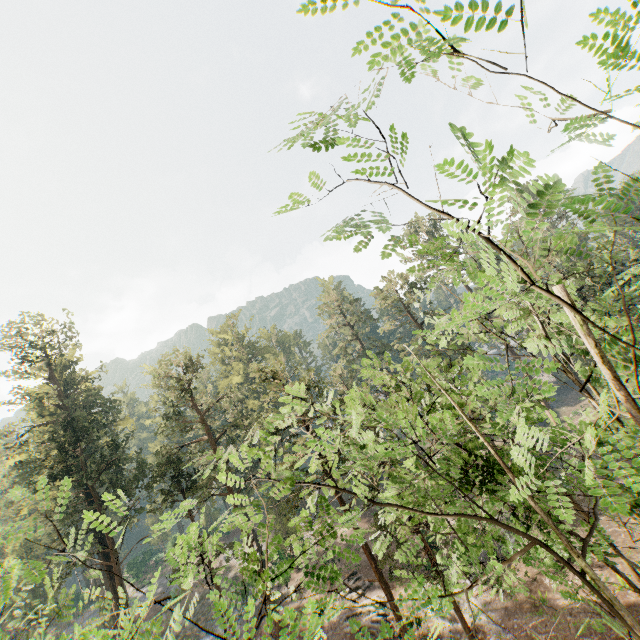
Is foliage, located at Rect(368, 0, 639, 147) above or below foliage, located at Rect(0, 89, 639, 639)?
above

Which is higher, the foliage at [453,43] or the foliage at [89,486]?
the foliage at [453,43]

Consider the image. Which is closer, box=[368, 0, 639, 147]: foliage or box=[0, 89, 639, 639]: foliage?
box=[368, 0, 639, 147]: foliage

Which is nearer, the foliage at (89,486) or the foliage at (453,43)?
the foliage at (453,43)

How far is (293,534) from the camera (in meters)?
5.86
